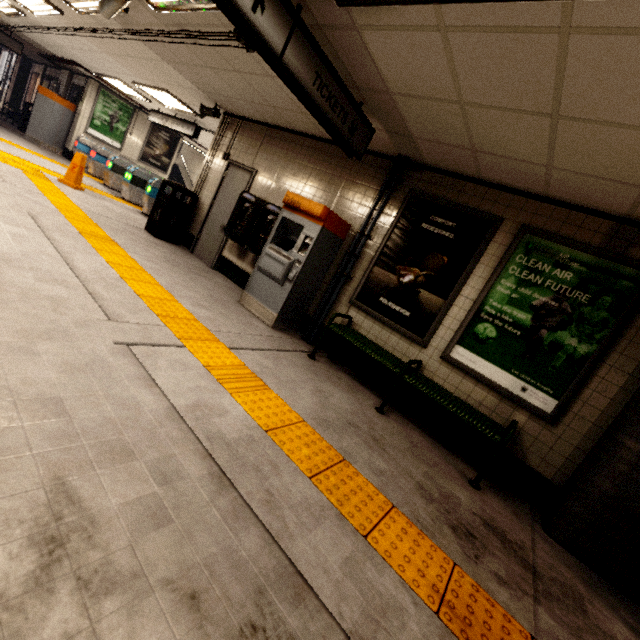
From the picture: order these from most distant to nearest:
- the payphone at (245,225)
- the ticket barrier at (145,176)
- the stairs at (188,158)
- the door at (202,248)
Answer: the stairs at (188,158) → the ticket barrier at (145,176) → the door at (202,248) → the payphone at (245,225)

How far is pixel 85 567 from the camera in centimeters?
110cm

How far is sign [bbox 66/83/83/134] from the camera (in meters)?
11.67

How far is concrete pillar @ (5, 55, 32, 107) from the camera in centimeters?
1552cm

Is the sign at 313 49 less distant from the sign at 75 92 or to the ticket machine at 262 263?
the ticket machine at 262 263

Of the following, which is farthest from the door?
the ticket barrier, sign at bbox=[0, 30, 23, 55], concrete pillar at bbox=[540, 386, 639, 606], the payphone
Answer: sign at bbox=[0, 30, 23, 55]

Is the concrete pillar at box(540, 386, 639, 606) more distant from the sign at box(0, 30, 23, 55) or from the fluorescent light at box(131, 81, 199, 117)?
the sign at box(0, 30, 23, 55)

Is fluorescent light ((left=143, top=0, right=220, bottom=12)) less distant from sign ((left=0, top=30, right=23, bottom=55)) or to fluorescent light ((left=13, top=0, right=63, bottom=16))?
fluorescent light ((left=13, top=0, right=63, bottom=16))
